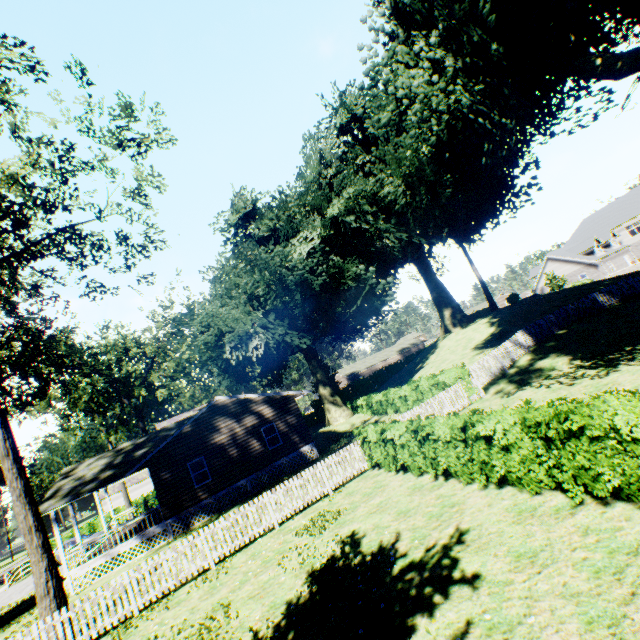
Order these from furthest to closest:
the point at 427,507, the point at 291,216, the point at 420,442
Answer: the point at 291,216 → the point at 420,442 → the point at 427,507

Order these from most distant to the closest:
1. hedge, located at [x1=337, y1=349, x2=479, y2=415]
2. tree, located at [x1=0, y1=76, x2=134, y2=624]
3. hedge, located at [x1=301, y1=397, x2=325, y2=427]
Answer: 1. hedge, located at [x1=301, y1=397, x2=325, y2=427]
2. hedge, located at [x1=337, y1=349, x2=479, y2=415]
3. tree, located at [x1=0, y1=76, x2=134, y2=624]

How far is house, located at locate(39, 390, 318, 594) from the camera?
18.2 meters

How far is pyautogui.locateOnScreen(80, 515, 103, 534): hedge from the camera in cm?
3619

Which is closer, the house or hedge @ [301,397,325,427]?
the house

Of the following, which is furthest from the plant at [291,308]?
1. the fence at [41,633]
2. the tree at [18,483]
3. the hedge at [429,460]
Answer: the hedge at [429,460]

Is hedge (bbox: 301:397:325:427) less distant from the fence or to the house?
the fence

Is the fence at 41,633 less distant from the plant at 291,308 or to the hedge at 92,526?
the plant at 291,308
